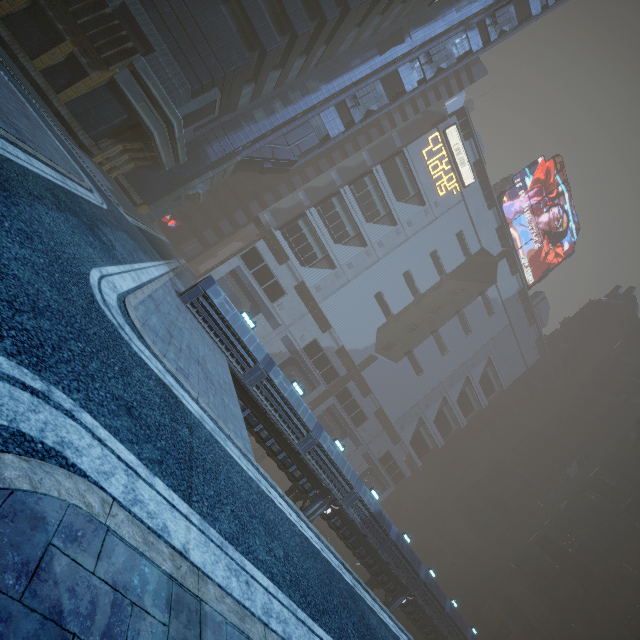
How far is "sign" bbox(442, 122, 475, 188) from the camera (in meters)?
49.16

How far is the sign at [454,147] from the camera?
49.16m

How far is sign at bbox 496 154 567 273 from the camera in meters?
56.1 m

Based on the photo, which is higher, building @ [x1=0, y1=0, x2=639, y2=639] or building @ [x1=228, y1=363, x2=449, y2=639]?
building @ [x1=0, y1=0, x2=639, y2=639]

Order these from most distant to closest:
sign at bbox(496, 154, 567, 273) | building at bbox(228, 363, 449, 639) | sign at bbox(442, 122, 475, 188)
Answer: sign at bbox(496, 154, 567, 273)
sign at bbox(442, 122, 475, 188)
building at bbox(228, 363, 449, 639)

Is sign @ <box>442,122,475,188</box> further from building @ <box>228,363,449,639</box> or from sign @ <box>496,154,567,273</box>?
sign @ <box>496,154,567,273</box>

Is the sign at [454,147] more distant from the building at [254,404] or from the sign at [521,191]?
the sign at [521,191]

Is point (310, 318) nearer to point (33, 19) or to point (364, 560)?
point (364, 560)
